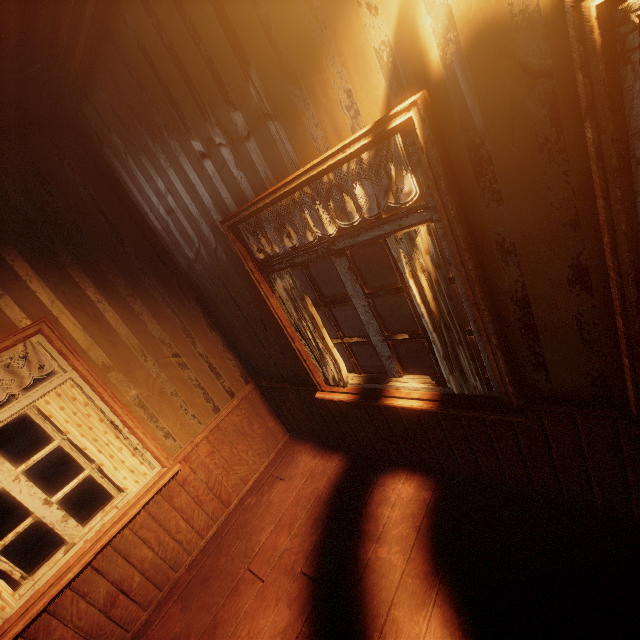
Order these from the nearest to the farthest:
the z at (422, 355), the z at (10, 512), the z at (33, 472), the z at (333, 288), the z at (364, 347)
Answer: the z at (422, 355)
the z at (364, 347)
the z at (10, 512)
the z at (33, 472)
the z at (333, 288)

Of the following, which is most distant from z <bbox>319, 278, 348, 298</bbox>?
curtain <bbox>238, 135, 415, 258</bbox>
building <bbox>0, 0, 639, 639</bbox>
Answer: curtain <bbox>238, 135, 415, 258</bbox>

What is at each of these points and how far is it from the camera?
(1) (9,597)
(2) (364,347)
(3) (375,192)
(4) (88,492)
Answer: (1) curtain, 2.1m
(2) z, 7.0m
(3) curtain, 1.5m
(4) z, 7.2m

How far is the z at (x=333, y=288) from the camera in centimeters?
1114cm

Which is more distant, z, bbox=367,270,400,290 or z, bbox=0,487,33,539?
z, bbox=367,270,400,290

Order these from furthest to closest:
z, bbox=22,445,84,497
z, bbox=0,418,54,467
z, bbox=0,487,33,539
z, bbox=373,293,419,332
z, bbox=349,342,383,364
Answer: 1. z, bbox=0,418,54,467
2. z, bbox=22,445,84,497
3. z, bbox=0,487,33,539
4. z, bbox=373,293,419,332
5. z, bbox=349,342,383,364

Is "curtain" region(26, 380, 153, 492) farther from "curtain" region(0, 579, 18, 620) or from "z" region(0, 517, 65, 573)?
"z" region(0, 517, 65, 573)
